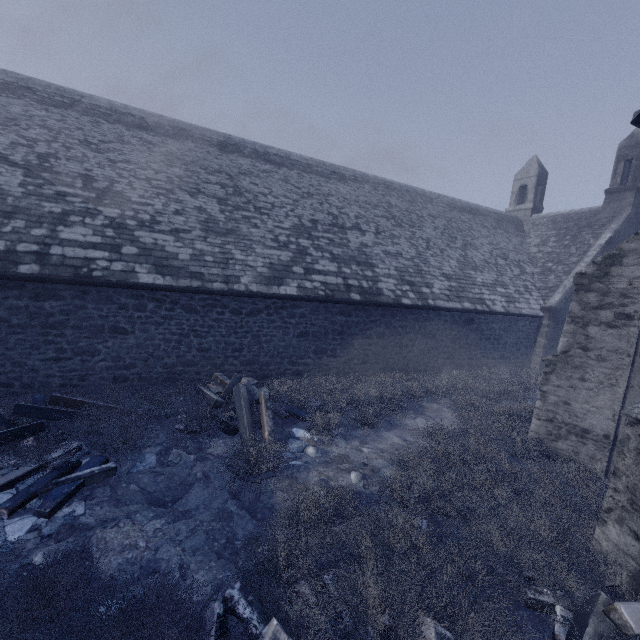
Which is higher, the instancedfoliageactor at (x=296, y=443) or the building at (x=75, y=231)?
the building at (x=75, y=231)

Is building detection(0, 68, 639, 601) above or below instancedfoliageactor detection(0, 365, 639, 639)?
above

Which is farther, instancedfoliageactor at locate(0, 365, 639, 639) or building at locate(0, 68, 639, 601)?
building at locate(0, 68, 639, 601)

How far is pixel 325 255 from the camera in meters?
10.8 m

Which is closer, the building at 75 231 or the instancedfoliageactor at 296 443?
the instancedfoliageactor at 296 443
